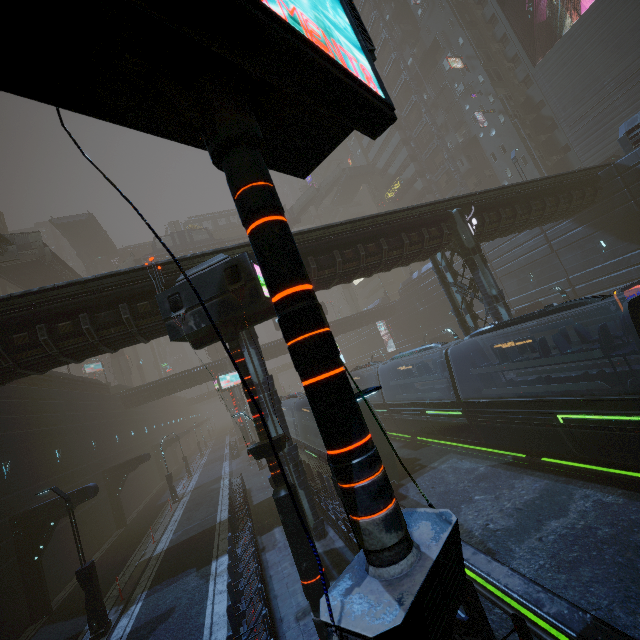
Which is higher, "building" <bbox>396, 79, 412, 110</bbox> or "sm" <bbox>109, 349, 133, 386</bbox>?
"building" <bbox>396, 79, 412, 110</bbox>

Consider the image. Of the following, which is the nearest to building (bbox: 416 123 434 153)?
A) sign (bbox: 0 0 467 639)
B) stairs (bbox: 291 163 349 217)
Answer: sign (bbox: 0 0 467 639)

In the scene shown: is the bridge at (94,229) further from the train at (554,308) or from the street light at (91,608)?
the street light at (91,608)

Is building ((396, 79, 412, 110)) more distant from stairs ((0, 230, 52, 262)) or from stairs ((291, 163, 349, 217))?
stairs ((0, 230, 52, 262))

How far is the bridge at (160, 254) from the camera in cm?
4625

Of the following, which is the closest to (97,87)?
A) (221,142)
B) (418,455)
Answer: (221,142)

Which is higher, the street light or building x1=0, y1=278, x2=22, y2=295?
building x1=0, y1=278, x2=22, y2=295

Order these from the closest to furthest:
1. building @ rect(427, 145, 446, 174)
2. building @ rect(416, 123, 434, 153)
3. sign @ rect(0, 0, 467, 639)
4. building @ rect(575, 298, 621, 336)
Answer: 1. sign @ rect(0, 0, 467, 639)
2. building @ rect(575, 298, 621, 336)
3. building @ rect(427, 145, 446, 174)
4. building @ rect(416, 123, 434, 153)
